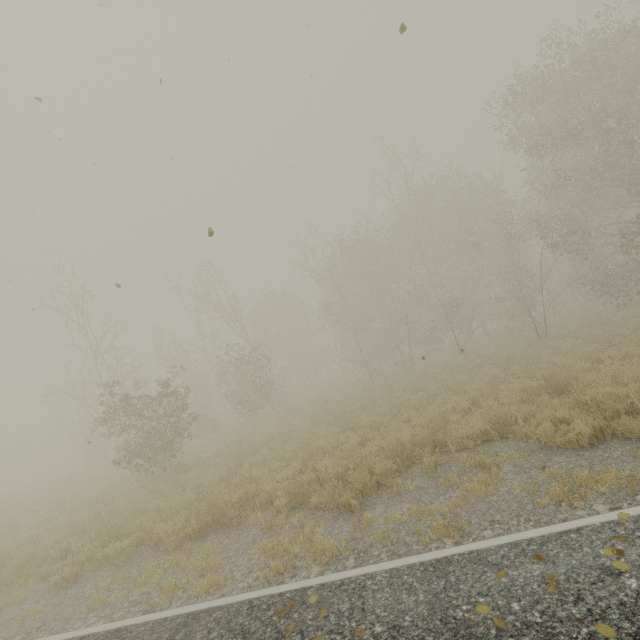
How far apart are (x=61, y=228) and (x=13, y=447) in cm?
5759
